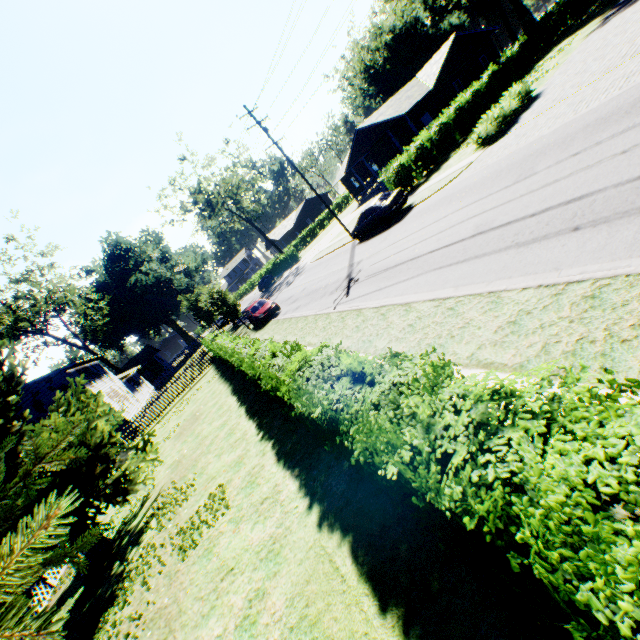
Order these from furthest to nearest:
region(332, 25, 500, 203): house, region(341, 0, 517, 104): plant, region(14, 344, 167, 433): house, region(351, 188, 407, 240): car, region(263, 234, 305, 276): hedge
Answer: region(341, 0, 517, 104): plant < region(263, 234, 305, 276): hedge < region(332, 25, 500, 203): house < region(14, 344, 167, 433): house < region(351, 188, 407, 240): car

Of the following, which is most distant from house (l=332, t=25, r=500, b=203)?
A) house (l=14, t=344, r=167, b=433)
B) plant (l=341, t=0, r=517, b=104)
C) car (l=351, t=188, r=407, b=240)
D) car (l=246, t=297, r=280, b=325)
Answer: house (l=14, t=344, r=167, b=433)

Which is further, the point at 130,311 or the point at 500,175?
the point at 130,311

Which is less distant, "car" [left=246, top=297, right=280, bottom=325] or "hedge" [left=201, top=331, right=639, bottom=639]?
"hedge" [left=201, top=331, right=639, bottom=639]

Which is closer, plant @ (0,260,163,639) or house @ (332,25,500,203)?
plant @ (0,260,163,639)

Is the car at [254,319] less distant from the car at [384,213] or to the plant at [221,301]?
the plant at [221,301]

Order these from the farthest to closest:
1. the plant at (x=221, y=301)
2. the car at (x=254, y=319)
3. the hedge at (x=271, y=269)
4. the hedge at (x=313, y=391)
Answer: the hedge at (x=271, y=269) → the plant at (x=221, y=301) → the car at (x=254, y=319) → the hedge at (x=313, y=391)

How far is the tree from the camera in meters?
46.4 m
